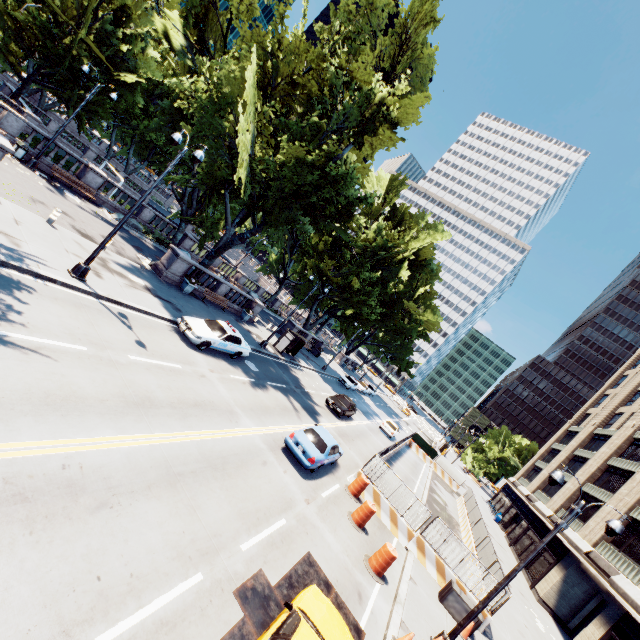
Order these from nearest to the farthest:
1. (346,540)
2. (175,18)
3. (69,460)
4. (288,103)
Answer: (69,460), (346,540), (288,103), (175,18)

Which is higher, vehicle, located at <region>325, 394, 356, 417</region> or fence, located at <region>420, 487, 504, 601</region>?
fence, located at <region>420, 487, 504, 601</region>

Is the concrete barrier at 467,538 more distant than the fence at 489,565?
Yes

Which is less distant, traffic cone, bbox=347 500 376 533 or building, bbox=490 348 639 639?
traffic cone, bbox=347 500 376 533

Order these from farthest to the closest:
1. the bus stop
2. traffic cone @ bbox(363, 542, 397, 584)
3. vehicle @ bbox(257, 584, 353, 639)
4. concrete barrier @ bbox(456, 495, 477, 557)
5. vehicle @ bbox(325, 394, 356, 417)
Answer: the bus stop, vehicle @ bbox(325, 394, 356, 417), concrete barrier @ bbox(456, 495, 477, 557), traffic cone @ bbox(363, 542, 397, 584), vehicle @ bbox(257, 584, 353, 639)

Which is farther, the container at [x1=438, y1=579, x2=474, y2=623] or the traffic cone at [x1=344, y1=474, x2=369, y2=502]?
the traffic cone at [x1=344, y1=474, x2=369, y2=502]

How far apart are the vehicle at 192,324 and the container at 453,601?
15.2m

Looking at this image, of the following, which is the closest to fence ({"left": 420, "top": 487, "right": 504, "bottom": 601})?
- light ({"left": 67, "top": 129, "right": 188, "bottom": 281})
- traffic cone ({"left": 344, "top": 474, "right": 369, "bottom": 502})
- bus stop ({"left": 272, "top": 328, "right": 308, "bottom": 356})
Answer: traffic cone ({"left": 344, "top": 474, "right": 369, "bottom": 502})
